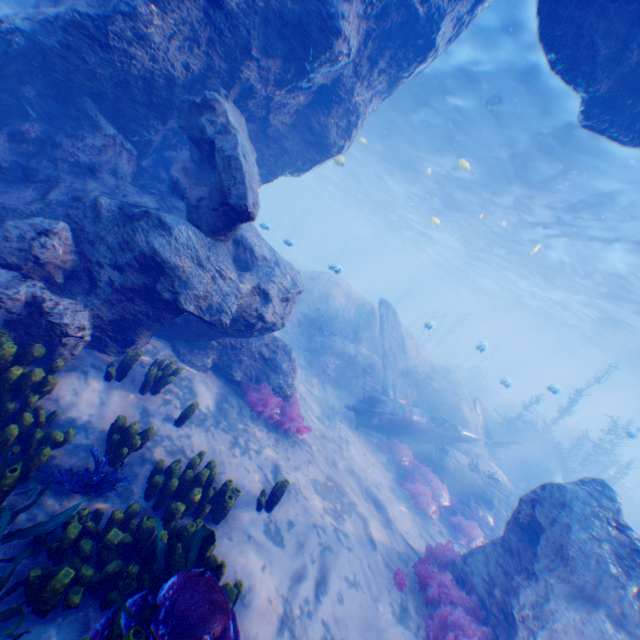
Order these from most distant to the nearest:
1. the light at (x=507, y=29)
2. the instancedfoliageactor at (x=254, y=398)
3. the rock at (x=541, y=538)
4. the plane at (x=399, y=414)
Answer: the plane at (x=399, y=414)
the light at (x=507, y=29)
the instancedfoliageactor at (x=254, y=398)
the rock at (x=541, y=538)

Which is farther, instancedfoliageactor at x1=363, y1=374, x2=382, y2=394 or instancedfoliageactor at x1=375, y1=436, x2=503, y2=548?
instancedfoliageactor at x1=363, y1=374, x2=382, y2=394

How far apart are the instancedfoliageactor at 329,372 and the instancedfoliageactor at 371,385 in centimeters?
74cm

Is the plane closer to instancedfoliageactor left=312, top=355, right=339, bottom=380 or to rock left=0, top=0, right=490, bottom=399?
rock left=0, top=0, right=490, bottom=399

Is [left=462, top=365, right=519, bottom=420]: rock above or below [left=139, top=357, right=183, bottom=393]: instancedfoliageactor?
above

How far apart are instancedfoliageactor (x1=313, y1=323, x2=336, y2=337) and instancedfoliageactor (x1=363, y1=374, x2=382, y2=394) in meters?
2.5 m

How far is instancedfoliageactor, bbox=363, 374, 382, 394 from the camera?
14.28m

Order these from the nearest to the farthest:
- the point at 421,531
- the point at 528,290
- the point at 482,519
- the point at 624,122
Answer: the point at 624,122, the point at 421,531, the point at 482,519, the point at 528,290
